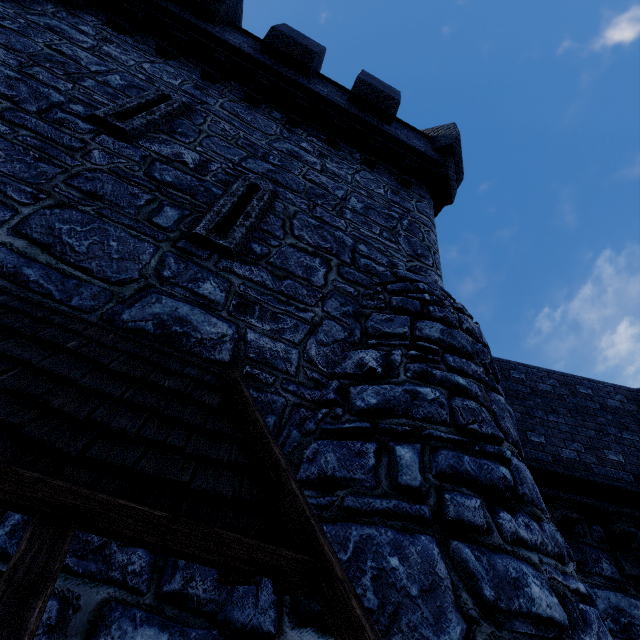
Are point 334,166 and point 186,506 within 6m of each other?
no

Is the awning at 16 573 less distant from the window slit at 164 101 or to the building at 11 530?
the building at 11 530

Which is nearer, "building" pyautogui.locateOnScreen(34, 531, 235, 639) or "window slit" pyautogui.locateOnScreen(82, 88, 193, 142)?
"building" pyautogui.locateOnScreen(34, 531, 235, 639)

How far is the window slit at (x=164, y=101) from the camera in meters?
4.6

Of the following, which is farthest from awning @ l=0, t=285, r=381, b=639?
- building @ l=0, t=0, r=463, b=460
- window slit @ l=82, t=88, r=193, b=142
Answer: window slit @ l=82, t=88, r=193, b=142

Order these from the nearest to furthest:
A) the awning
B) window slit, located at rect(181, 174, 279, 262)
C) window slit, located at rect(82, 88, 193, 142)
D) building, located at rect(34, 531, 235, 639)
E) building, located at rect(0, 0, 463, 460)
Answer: the awning, building, located at rect(34, 531, 235, 639), building, located at rect(0, 0, 463, 460), window slit, located at rect(181, 174, 279, 262), window slit, located at rect(82, 88, 193, 142)

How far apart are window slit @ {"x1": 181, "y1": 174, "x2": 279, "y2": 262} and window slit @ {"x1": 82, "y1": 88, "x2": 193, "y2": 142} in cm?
133

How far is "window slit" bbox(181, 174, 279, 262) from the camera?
3.9 meters
